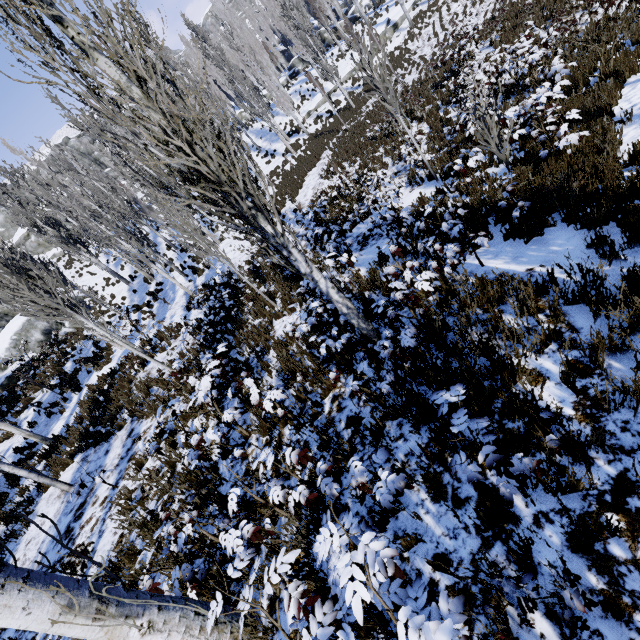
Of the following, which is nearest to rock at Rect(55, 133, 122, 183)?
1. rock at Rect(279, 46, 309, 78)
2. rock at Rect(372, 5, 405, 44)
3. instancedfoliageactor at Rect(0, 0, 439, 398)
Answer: instancedfoliageactor at Rect(0, 0, 439, 398)

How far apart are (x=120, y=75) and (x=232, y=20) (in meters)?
77.65

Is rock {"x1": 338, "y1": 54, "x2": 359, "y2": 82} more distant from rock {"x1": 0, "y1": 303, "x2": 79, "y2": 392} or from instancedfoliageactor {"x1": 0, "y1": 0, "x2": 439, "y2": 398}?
rock {"x1": 0, "y1": 303, "x2": 79, "y2": 392}

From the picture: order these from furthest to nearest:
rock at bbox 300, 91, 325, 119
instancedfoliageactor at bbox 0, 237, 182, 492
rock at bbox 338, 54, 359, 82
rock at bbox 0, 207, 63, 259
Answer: rock at bbox 0, 207, 63, 259
rock at bbox 300, 91, 325, 119
rock at bbox 338, 54, 359, 82
instancedfoliageactor at bbox 0, 237, 182, 492

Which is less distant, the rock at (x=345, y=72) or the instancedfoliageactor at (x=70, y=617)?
the instancedfoliageactor at (x=70, y=617)

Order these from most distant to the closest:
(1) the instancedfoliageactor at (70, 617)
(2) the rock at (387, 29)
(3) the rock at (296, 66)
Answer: (3) the rock at (296, 66)
(2) the rock at (387, 29)
(1) the instancedfoliageactor at (70, 617)

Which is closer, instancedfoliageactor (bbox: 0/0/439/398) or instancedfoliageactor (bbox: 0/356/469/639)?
instancedfoliageactor (bbox: 0/356/469/639)
